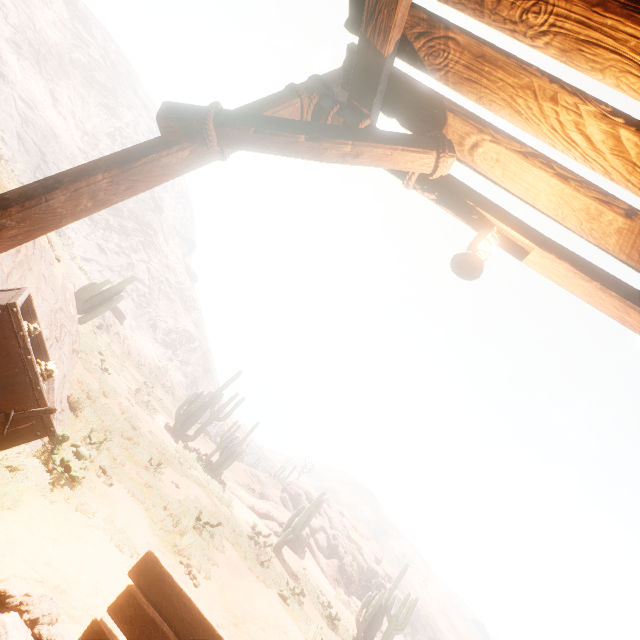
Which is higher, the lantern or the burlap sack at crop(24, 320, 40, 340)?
the lantern

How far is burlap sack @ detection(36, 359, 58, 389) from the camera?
2.6 meters

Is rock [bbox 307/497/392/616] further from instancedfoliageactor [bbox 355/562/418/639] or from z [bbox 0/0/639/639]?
z [bbox 0/0/639/639]

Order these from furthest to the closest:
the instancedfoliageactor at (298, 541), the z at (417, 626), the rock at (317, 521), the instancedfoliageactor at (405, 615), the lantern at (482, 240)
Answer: the z at (417, 626) < the rock at (317, 521) < the instancedfoliageactor at (298, 541) < the instancedfoliageactor at (405, 615) < the lantern at (482, 240)

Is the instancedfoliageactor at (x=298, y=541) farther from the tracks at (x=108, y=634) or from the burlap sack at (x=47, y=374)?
the burlap sack at (x=47, y=374)

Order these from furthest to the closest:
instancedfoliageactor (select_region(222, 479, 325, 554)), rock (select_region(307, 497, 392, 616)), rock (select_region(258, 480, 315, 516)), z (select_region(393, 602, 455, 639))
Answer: z (select_region(393, 602, 455, 639))
rock (select_region(258, 480, 315, 516))
rock (select_region(307, 497, 392, 616))
instancedfoliageactor (select_region(222, 479, 325, 554))

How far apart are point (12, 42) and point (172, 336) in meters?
43.1
